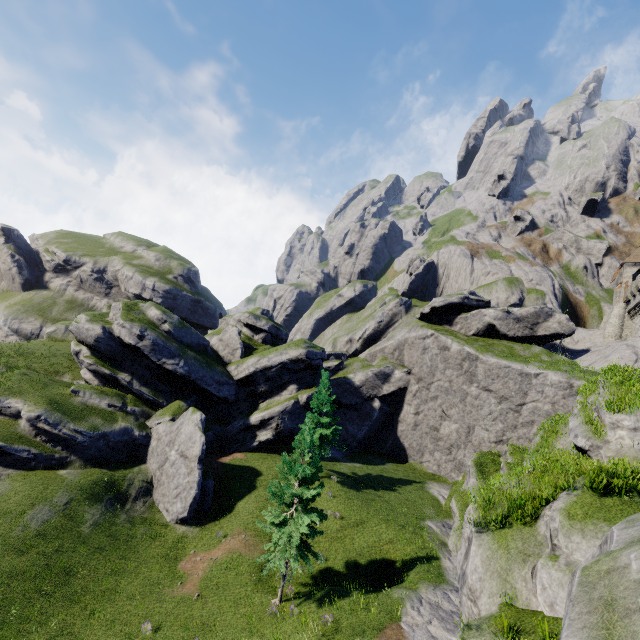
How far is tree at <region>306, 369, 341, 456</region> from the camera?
31.1 meters

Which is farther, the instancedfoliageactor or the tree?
the tree

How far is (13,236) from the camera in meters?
56.3

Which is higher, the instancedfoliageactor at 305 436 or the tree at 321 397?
the tree at 321 397

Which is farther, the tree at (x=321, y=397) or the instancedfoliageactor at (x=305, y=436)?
the tree at (x=321, y=397)

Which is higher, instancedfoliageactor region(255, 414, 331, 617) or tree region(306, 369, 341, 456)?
tree region(306, 369, 341, 456)

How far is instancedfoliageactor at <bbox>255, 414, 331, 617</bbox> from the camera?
18.1m
